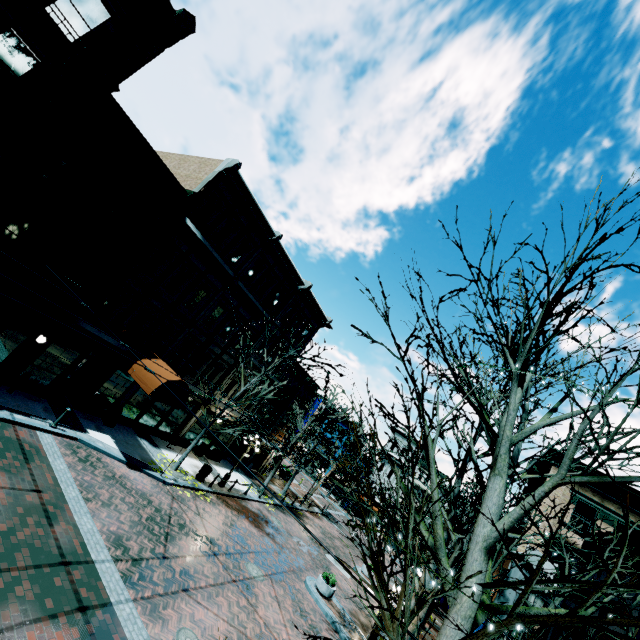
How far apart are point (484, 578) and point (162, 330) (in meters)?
18.04

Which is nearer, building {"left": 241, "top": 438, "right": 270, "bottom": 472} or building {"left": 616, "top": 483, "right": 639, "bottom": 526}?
building {"left": 616, "top": 483, "right": 639, "bottom": 526}

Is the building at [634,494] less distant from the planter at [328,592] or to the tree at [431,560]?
the tree at [431,560]

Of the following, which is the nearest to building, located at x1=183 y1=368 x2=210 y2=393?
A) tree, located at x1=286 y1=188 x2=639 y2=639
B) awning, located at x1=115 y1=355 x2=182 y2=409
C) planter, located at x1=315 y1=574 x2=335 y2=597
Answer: awning, located at x1=115 y1=355 x2=182 y2=409

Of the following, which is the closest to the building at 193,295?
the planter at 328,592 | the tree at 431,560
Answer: the tree at 431,560

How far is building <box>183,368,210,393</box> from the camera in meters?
20.2

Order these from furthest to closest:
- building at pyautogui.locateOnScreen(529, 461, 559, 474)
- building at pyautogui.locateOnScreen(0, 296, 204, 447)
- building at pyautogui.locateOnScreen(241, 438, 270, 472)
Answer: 1. building at pyautogui.locateOnScreen(241, 438, 270, 472)
2. building at pyautogui.locateOnScreen(529, 461, 559, 474)
3. building at pyautogui.locateOnScreen(0, 296, 204, 447)
